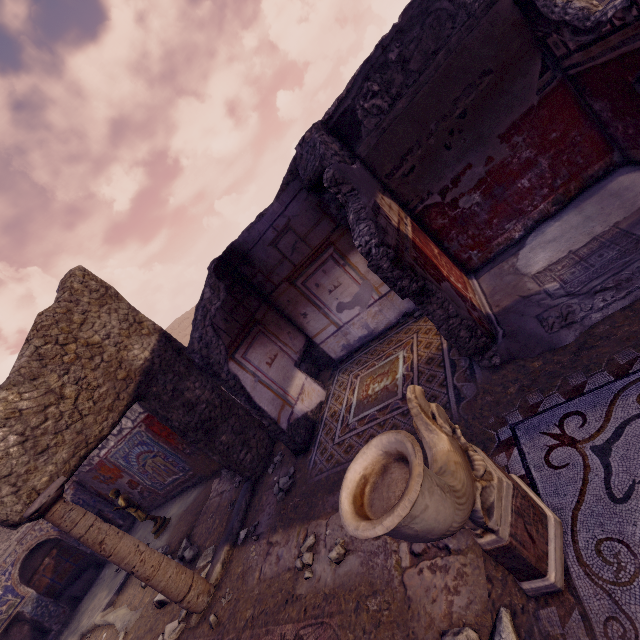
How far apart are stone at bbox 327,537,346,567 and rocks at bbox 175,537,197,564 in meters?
3.1 m

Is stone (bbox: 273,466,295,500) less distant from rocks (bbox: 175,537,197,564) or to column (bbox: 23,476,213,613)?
column (bbox: 23,476,213,613)

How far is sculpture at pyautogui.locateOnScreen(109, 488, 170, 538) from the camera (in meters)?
6.07

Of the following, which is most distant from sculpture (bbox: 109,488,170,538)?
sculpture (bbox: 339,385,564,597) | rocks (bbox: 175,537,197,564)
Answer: sculpture (bbox: 339,385,564,597)

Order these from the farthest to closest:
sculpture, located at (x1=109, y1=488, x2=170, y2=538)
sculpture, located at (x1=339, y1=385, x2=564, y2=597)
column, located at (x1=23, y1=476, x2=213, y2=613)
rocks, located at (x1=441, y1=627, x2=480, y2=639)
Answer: sculpture, located at (x1=109, y1=488, x2=170, y2=538) → column, located at (x1=23, y1=476, x2=213, y2=613) → rocks, located at (x1=441, y1=627, x2=480, y2=639) → sculpture, located at (x1=339, y1=385, x2=564, y2=597)

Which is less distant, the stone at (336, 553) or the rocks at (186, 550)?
the stone at (336, 553)

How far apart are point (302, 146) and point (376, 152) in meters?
1.0 m

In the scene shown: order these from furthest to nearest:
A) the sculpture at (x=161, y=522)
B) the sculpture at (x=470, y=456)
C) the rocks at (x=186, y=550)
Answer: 1. the sculpture at (x=161, y=522)
2. the rocks at (x=186, y=550)
3. the sculpture at (x=470, y=456)
